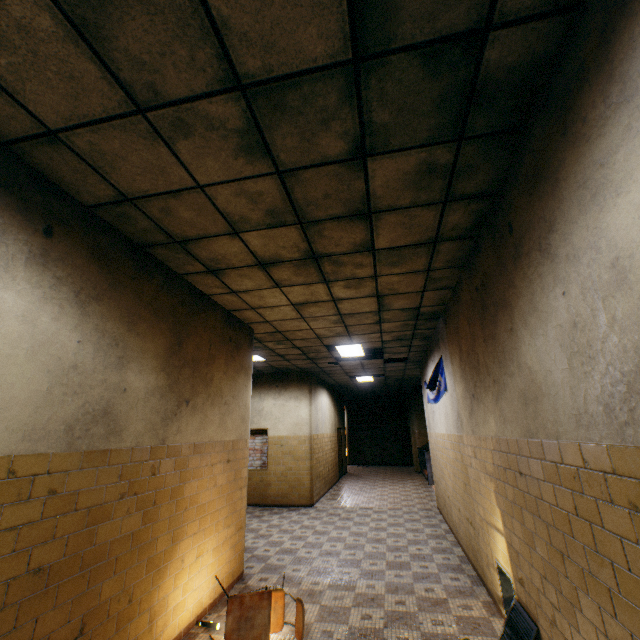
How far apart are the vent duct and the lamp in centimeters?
446cm

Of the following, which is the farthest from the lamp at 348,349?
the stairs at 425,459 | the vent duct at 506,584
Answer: the vent duct at 506,584

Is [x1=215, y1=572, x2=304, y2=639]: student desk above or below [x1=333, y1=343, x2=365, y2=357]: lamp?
below

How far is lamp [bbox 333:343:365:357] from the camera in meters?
7.6

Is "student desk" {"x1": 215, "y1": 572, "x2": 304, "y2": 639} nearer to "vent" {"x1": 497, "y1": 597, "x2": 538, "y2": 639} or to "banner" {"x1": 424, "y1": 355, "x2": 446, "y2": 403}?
"vent" {"x1": 497, "y1": 597, "x2": 538, "y2": 639}

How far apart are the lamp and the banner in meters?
1.7

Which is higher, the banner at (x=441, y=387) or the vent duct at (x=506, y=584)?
the banner at (x=441, y=387)

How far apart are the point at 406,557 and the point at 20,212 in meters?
6.9 m
